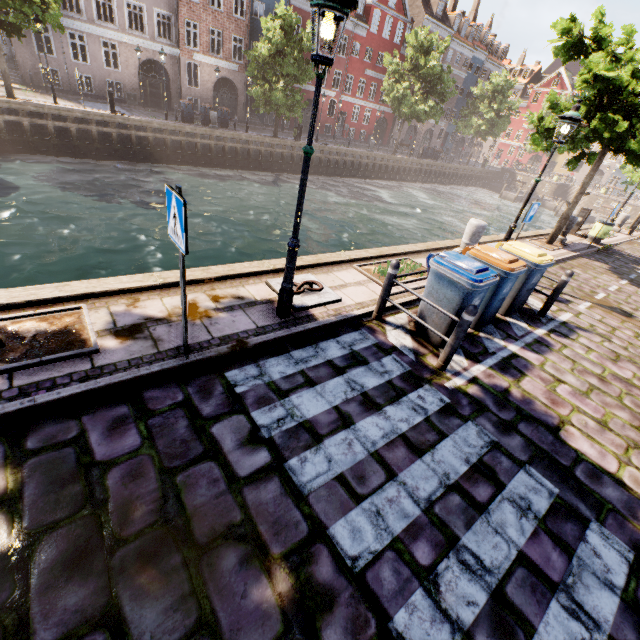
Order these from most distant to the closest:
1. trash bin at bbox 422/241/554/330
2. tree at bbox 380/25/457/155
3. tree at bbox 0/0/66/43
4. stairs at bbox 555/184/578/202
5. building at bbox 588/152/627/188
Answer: building at bbox 588/152/627/188, stairs at bbox 555/184/578/202, tree at bbox 380/25/457/155, tree at bbox 0/0/66/43, trash bin at bbox 422/241/554/330

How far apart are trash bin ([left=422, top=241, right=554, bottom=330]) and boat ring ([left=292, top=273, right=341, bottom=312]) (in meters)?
2.24

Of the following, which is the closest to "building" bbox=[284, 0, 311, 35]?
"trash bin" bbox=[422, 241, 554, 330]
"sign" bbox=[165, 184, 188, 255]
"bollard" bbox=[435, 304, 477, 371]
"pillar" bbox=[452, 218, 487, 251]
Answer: "pillar" bbox=[452, 218, 487, 251]

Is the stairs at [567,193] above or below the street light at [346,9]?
below

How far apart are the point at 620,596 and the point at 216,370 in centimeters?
436cm

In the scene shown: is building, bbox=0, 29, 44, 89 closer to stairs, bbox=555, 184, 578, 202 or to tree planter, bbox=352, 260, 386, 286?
stairs, bbox=555, 184, 578, 202

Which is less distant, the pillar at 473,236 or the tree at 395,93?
the pillar at 473,236

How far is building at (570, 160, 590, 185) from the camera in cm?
5426
